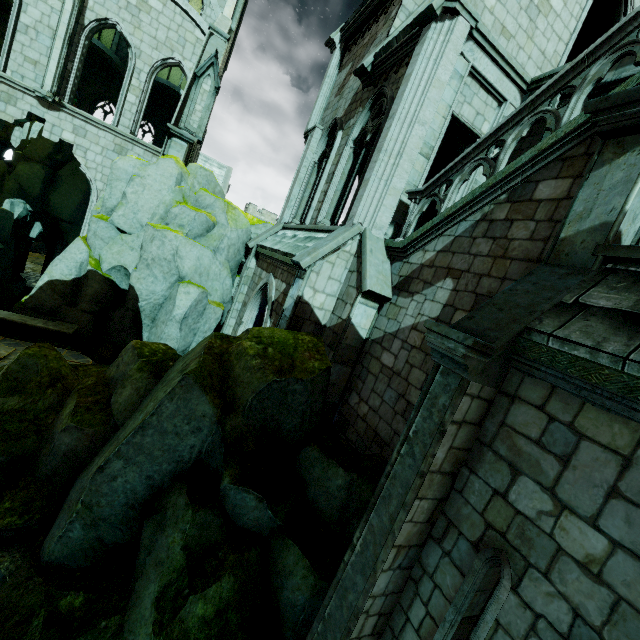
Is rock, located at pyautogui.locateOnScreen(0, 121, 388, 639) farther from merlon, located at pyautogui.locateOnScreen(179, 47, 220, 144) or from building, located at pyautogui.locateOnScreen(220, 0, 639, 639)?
merlon, located at pyautogui.locateOnScreen(179, 47, 220, 144)

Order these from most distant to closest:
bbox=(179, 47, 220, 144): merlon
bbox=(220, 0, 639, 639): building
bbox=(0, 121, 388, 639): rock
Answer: bbox=(179, 47, 220, 144): merlon, bbox=(0, 121, 388, 639): rock, bbox=(220, 0, 639, 639): building

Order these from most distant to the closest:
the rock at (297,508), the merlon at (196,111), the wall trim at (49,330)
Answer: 1. the merlon at (196,111)
2. the wall trim at (49,330)
3. the rock at (297,508)

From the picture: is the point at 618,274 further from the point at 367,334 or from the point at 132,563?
the point at 132,563

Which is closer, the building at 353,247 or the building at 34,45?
the building at 353,247

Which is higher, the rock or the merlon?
the merlon

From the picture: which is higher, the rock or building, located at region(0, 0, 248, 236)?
building, located at region(0, 0, 248, 236)
